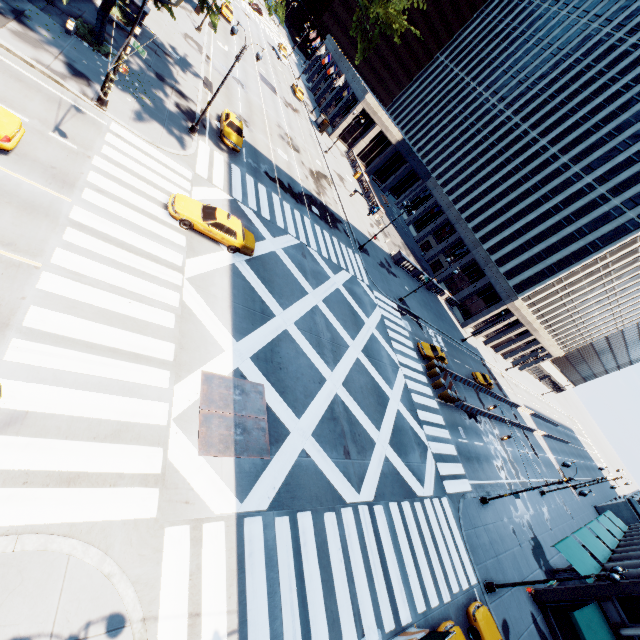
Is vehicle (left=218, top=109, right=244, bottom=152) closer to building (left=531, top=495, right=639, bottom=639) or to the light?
the light

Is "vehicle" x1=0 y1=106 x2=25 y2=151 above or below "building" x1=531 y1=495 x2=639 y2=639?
below

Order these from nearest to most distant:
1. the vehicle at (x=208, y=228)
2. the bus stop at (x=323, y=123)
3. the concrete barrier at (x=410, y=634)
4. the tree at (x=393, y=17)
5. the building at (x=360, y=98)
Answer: the concrete barrier at (x=410, y=634) < the tree at (x=393, y=17) < the vehicle at (x=208, y=228) < the bus stop at (x=323, y=123) < the building at (x=360, y=98)

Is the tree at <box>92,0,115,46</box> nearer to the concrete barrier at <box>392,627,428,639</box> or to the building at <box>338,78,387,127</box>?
the building at <box>338,78,387,127</box>

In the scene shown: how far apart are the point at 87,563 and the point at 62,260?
9.9m

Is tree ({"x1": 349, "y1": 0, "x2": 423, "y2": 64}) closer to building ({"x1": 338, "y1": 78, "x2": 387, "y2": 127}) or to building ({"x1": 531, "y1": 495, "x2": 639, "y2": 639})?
building ({"x1": 338, "y1": 78, "x2": 387, "y2": 127})

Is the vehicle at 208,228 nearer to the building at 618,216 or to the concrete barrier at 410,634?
the concrete barrier at 410,634

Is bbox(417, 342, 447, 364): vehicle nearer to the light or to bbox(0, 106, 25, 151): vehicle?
the light
